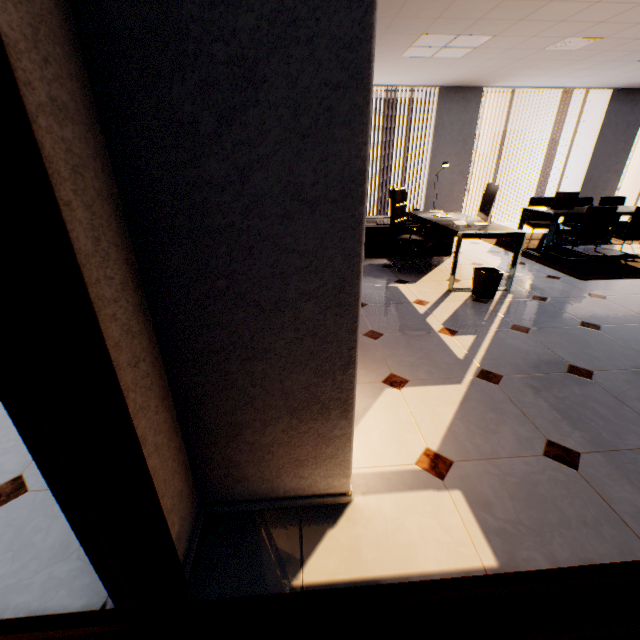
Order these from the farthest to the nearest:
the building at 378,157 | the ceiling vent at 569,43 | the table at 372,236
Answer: the building at 378,157 < the table at 372,236 < the ceiling vent at 569,43

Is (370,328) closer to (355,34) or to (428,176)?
(355,34)

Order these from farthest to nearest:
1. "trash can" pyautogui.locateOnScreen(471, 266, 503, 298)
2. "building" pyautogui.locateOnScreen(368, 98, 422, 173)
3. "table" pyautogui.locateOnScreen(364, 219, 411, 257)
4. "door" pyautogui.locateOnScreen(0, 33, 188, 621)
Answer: "building" pyautogui.locateOnScreen(368, 98, 422, 173) < "table" pyautogui.locateOnScreen(364, 219, 411, 257) < "trash can" pyautogui.locateOnScreen(471, 266, 503, 298) < "door" pyautogui.locateOnScreen(0, 33, 188, 621)

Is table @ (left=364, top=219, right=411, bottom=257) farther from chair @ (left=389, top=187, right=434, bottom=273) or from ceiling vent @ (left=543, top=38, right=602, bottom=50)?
ceiling vent @ (left=543, top=38, right=602, bottom=50)

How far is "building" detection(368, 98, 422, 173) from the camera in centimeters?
5553cm

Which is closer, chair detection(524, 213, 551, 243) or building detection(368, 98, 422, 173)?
chair detection(524, 213, 551, 243)

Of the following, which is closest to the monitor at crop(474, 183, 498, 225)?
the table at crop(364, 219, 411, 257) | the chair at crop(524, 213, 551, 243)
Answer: the table at crop(364, 219, 411, 257)

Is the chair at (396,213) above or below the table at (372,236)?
above
